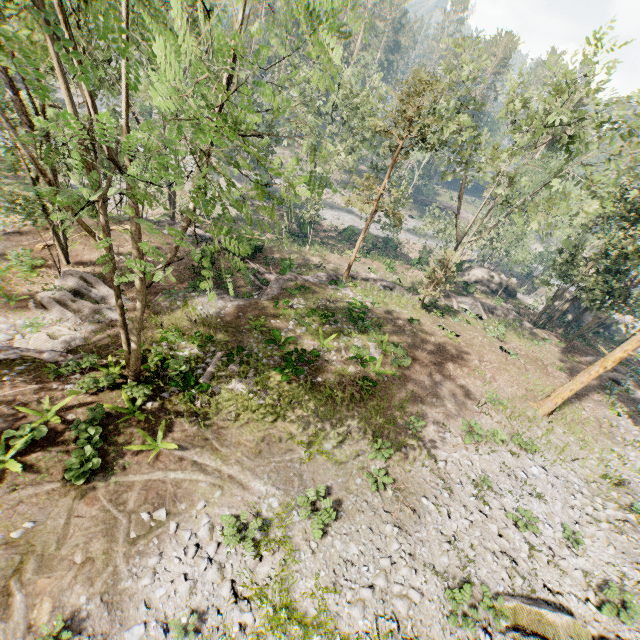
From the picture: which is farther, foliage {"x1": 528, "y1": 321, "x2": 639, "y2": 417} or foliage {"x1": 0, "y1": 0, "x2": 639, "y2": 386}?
foliage {"x1": 528, "y1": 321, "x2": 639, "y2": 417}

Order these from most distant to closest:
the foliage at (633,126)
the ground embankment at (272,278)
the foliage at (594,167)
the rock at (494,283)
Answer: the rock at (494,283)
the ground embankment at (272,278)
the foliage at (633,126)
the foliage at (594,167)

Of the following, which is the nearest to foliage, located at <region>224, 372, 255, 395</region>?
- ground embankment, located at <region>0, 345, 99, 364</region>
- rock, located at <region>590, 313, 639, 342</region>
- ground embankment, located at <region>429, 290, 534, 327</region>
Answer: ground embankment, located at <region>0, 345, 99, 364</region>

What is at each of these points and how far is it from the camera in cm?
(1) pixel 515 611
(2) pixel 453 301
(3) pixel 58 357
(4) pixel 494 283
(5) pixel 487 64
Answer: (1) rock, 1018
(2) ground embankment, 3259
(3) ground embankment, 1429
(4) rock, 4422
(5) foliage, 2036

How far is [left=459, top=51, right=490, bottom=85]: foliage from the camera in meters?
20.2 m

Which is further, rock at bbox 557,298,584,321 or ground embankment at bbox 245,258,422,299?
rock at bbox 557,298,584,321

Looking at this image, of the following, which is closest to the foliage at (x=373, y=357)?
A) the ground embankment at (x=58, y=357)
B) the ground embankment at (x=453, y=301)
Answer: the ground embankment at (x=58, y=357)
